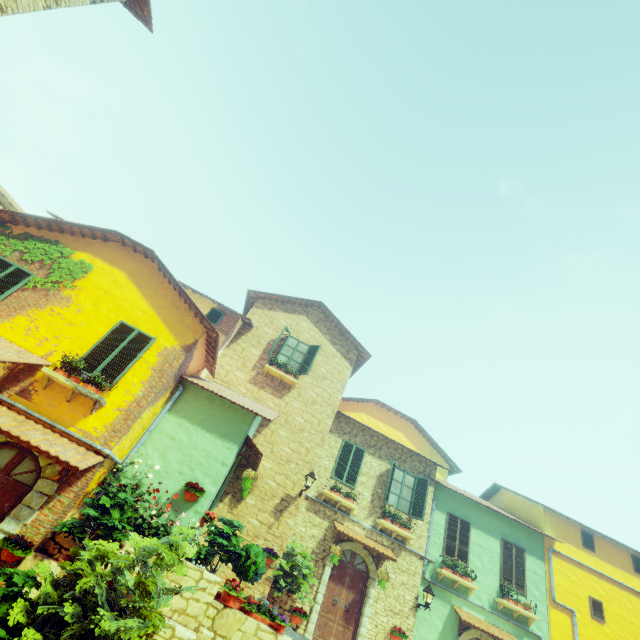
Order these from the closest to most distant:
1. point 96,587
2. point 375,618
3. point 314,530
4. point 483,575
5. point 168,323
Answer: point 96,587
point 168,323
point 375,618
point 314,530
point 483,575

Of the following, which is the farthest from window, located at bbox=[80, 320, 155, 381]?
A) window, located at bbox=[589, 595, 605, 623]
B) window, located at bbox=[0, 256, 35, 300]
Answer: window, located at bbox=[589, 595, 605, 623]

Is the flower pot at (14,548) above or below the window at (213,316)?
below

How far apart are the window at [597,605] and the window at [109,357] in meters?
19.6 m

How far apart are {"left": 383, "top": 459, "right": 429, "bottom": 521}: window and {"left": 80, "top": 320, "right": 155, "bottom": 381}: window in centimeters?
1030cm

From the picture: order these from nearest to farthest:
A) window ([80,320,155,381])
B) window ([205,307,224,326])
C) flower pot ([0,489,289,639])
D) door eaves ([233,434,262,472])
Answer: flower pot ([0,489,289,639])
window ([80,320,155,381])
door eaves ([233,434,262,472])
window ([205,307,224,326])

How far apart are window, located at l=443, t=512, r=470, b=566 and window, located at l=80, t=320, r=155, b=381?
13.66m

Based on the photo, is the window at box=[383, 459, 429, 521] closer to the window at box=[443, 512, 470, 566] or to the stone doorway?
the window at box=[443, 512, 470, 566]
